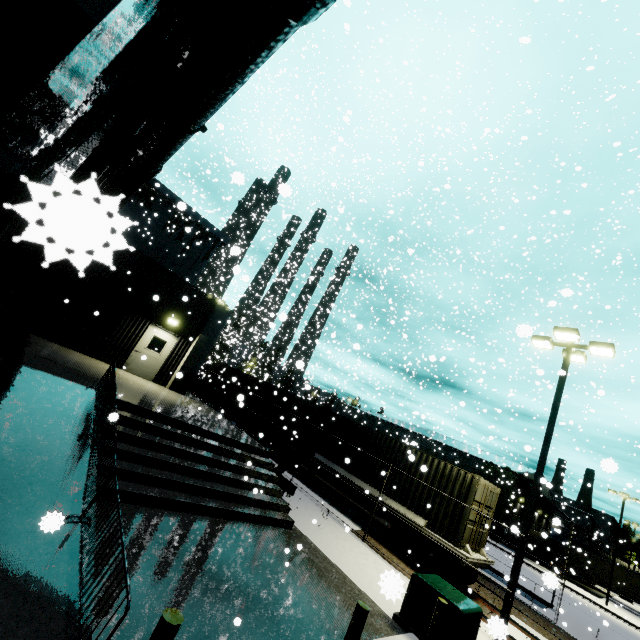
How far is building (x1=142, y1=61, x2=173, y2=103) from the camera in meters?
9.0

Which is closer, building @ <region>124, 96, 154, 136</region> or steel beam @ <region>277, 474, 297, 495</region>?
building @ <region>124, 96, 154, 136</region>

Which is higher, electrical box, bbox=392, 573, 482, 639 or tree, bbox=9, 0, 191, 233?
tree, bbox=9, 0, 191, 233

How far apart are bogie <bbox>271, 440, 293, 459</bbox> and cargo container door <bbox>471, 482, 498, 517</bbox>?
9.4 meters

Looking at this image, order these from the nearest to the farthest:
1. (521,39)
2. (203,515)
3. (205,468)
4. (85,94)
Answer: (521,39)
(85,94)
(203,515)
(205,468)

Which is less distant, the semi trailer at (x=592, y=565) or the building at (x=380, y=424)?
the semi trailer at (x=592, y=565)

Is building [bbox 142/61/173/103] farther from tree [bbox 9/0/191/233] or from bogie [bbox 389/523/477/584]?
bogie [bbox 389/523/477/584]

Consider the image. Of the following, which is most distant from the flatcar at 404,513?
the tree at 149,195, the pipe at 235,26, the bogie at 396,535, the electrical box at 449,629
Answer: the tree at 149,195
